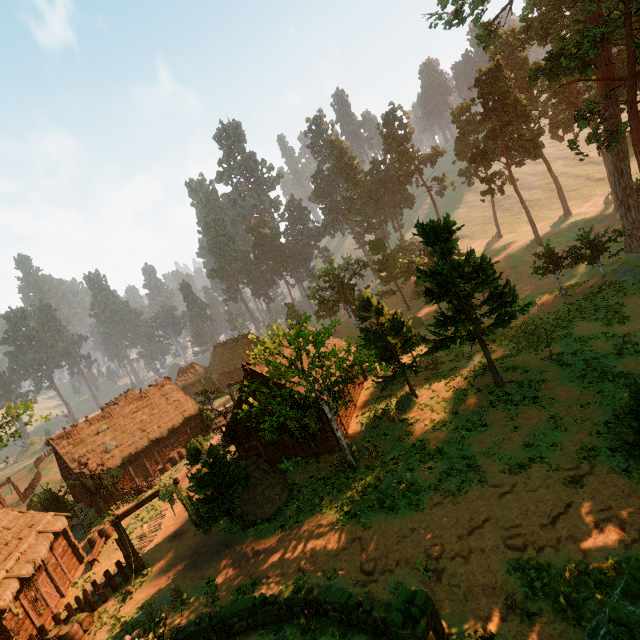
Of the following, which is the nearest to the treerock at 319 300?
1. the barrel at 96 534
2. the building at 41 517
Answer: the building at 41 517

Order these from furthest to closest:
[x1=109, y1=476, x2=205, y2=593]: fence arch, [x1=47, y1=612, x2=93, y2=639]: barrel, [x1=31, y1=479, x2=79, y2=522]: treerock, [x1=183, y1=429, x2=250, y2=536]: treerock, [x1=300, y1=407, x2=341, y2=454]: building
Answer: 1. [x1=31, y1=479, x2=79, y2=522]: treerock
2. [x1=300, y1=407, x2=341, y2=454]: building
3. [x1=109, y1=476, x2=205, y2=593]: fence arch
4. [x1=183, y1=429, x2=250, y2=536]: treerock
5. [x1=47, y1=612, x2=93, y2=639]: barrel

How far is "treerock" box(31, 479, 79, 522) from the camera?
25.2m

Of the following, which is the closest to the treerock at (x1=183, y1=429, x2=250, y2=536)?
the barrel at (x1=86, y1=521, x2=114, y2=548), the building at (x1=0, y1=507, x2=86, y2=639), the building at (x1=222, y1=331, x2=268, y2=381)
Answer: the building at (x1=222, y1=331, x2=268, y2=381)

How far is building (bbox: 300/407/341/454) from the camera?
21.8 meters

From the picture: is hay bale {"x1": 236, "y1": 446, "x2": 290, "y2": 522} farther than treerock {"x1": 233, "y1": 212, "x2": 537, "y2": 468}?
Yes

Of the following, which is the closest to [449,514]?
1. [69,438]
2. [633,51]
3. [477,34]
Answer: [633,51]

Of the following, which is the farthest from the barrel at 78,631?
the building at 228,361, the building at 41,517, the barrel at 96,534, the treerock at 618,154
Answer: the building at 228,361
